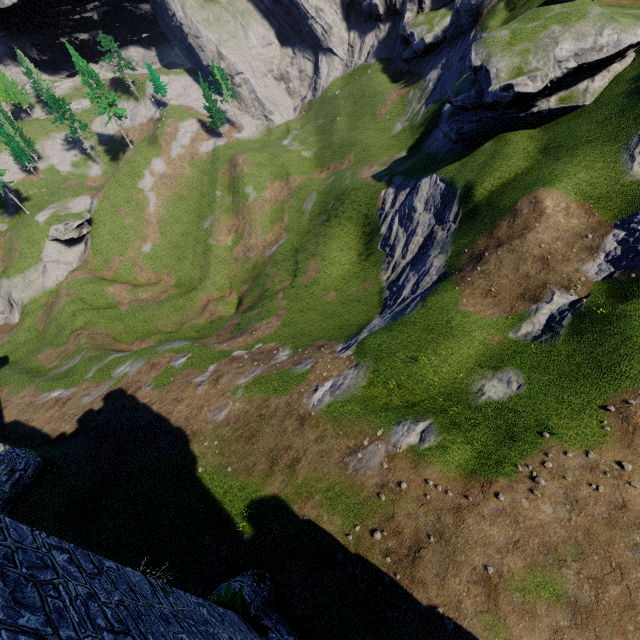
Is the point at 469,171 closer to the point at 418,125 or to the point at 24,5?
the point at 418,125
